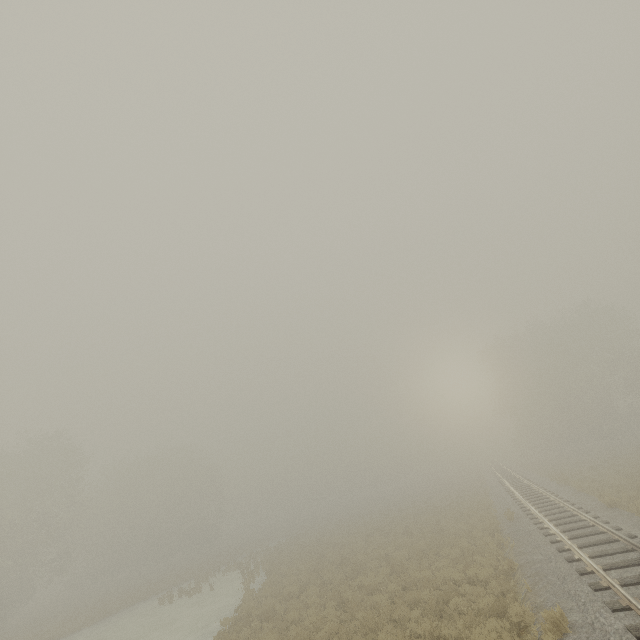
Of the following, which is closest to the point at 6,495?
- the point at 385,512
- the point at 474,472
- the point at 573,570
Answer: the point at 385,512
